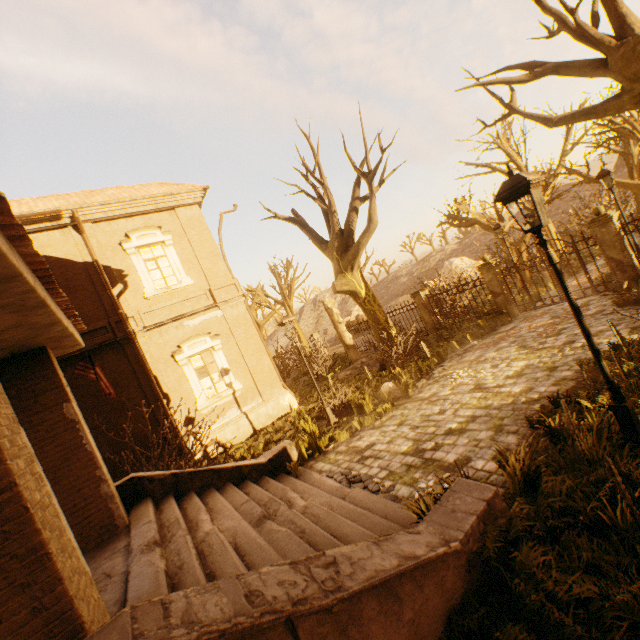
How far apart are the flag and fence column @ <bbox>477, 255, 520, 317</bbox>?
13.7m

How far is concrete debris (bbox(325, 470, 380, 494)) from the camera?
5.93m

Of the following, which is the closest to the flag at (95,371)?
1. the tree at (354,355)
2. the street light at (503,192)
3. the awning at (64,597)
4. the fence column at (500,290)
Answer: the awning at (64,597)

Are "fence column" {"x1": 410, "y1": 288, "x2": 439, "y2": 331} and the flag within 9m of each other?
no

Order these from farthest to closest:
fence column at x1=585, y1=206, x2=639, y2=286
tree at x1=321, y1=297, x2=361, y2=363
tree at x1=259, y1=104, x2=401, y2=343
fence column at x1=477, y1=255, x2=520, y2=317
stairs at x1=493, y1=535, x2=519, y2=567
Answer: tree at x1=321, y1=297, x2=361, y2=363 < fence column at x1=477, y1=255, x2=520, y2=317 < tree at x1=259, y1=104, x2=401, y2=343 < fence column at x1=585, y1=206, x2=639, y2=286 < stairs at x1=493, y1=535, x2=519, y2=567

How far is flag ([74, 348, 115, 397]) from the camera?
6.1 meters

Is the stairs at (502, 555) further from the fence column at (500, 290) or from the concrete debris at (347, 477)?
the fence column at (500, 290)

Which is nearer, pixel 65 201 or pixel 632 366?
pixel 632 366
